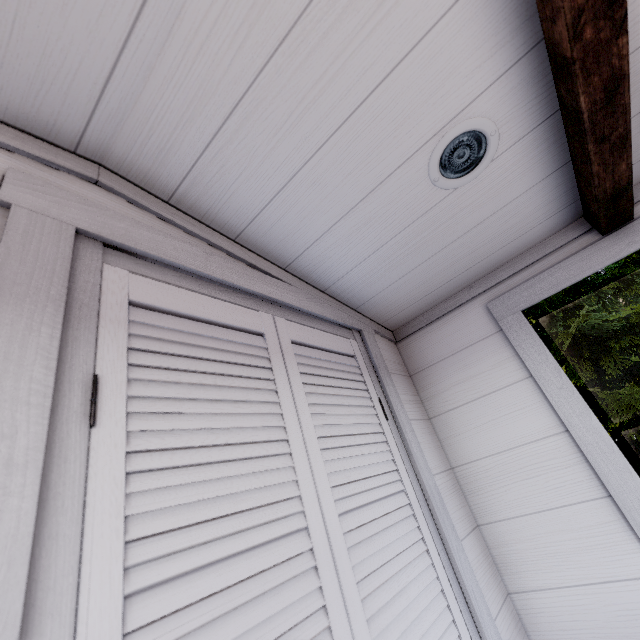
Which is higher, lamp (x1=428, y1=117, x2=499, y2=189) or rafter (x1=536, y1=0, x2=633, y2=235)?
lamp (x1=428, y1=117, x2=499, y2=189)

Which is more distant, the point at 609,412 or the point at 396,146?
the point at 609,412

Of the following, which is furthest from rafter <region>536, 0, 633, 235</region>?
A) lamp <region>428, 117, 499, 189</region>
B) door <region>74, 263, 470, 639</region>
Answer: door <region>74, 263, 470, 639</region>

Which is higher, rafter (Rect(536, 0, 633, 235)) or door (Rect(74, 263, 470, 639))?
rafter (Rect(536, 0, 633, 235))

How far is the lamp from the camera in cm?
90

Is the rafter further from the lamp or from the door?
the door

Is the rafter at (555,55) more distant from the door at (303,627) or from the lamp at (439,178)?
the door at (303,627)

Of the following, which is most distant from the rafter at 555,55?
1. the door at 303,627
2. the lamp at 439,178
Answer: the door at 303,627
